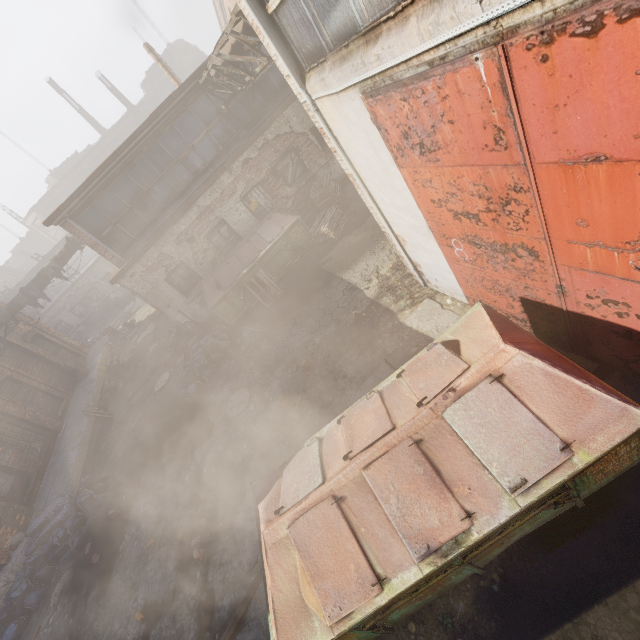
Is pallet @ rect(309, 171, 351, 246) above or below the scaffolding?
below

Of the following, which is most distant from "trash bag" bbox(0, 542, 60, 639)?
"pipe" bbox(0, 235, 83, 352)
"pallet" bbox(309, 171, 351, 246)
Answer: "pallet" bbox(309, 171, 351, 246)

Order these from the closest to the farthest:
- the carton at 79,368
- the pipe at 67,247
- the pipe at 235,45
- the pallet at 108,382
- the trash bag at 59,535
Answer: the pipe at 235,45
the trash bag at 59,535
the pipe at 67,247
the pallet at 108,382
the carton at 79,368

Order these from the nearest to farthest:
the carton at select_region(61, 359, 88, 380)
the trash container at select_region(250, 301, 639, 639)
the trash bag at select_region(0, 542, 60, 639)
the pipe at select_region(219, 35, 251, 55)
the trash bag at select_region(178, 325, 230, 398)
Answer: the trash container at select_region(250, 301, 639, 639), the pipe at select_region(219, 35, 251, 55), the trash bag at select_region(0, 542, 60, 639), the trash bag at select_region(178, 325, 230, 398), the carton at select_region(61, 359, 88, 380)

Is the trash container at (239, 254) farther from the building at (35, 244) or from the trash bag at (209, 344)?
the building at (35, 244)

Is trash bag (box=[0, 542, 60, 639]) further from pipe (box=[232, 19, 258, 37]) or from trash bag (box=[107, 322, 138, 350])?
pipe (box=[232, 19, 258, 37])

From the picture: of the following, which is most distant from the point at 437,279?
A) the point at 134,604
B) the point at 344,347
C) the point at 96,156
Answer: the point at 96,156

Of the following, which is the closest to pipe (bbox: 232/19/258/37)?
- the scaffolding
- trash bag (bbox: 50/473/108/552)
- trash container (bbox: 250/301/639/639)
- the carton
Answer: the scaffolding
